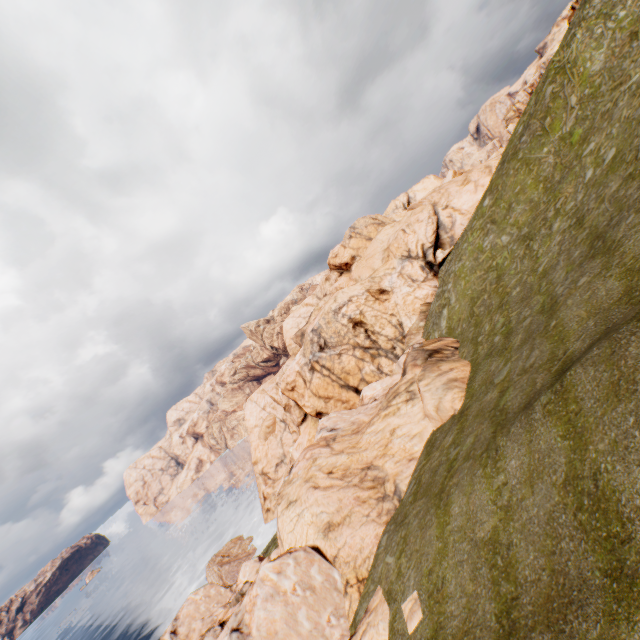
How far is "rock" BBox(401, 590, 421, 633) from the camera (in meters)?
10.72

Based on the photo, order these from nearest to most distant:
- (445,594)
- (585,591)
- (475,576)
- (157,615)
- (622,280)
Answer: (585,591) → (475,576) → (445,594) → (622,280) → (157,615)

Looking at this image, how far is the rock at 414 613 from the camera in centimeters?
1072cm

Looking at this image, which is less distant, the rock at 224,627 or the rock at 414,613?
the rock at 414,613

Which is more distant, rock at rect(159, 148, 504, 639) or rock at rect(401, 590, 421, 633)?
rock at rect(159, 148, 504, 639)
